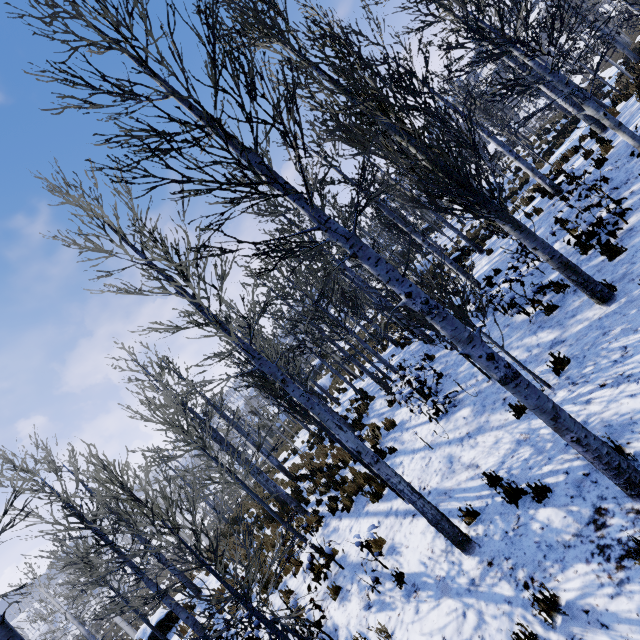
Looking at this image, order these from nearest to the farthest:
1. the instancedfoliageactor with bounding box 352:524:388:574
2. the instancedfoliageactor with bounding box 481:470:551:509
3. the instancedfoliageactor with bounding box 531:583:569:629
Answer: the instancedfoliageactor with bounding box 531:583:569:629
the instancedfoliageactor with bounding box 481:470:551:509
the instancedfoliageactor with bounding box 352:524:388:574

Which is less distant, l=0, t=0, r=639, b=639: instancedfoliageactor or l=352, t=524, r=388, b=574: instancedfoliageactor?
l=0, t=0, r=639, b=639: instancedfoliageactor

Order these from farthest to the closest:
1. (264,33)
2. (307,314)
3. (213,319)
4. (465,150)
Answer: (465,150) < (264,33) < (213,319) < (307,314)

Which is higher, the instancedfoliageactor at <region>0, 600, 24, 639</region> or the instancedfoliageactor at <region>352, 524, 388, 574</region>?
the instancedfoliageactor at <region>0, 600, 24, 639</region>

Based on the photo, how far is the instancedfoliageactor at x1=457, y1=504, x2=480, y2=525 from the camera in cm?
496

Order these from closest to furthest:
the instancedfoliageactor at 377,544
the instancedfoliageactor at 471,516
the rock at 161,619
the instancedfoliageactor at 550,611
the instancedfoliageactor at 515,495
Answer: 1. the instancedfoliageactor at 550,611
2. the instancedfoliageactor at 515,495
3. the instancedfoliageactor at 471,516
4. the instancedfoliageactor at 377,544
5. the rock at 161,619

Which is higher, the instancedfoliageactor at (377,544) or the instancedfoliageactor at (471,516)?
the instancedfoliageactor at (377,544)
